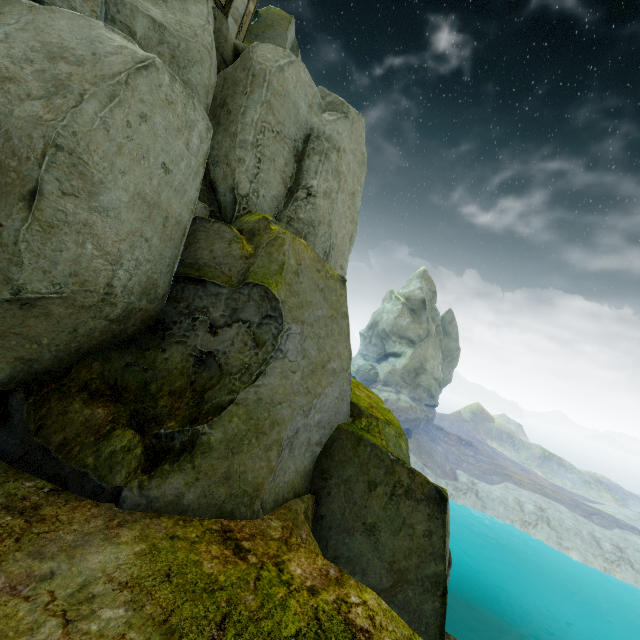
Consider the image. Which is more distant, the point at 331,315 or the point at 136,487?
the point at 331,315

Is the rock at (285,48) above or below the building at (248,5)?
below

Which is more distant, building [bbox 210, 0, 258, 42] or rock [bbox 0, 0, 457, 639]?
building [bbox 210, 0, 258, 42]

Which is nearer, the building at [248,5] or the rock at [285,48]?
the rock at [285,48]

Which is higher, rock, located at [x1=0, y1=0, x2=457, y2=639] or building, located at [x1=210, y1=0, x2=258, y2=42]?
building, located at [x1=210, y1=0, x2=258, y2=42]
